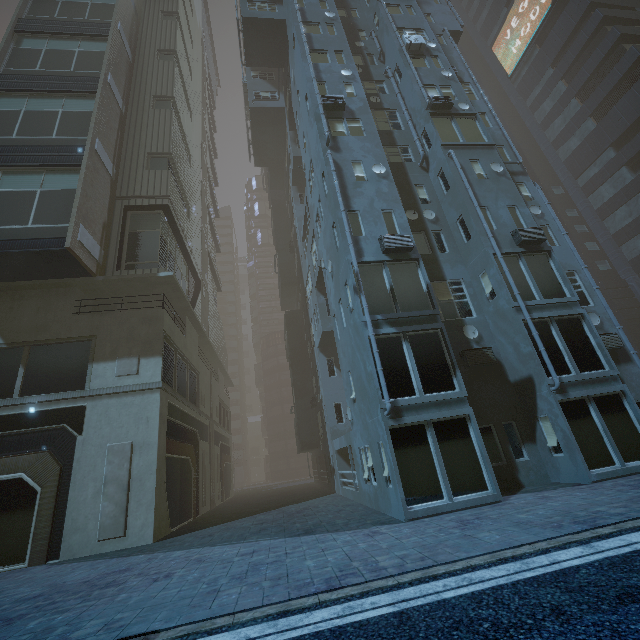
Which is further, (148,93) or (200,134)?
(200,134)

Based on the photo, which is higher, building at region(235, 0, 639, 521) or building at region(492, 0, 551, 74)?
building at region(492, 0, 551, 74)

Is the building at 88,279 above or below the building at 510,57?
below

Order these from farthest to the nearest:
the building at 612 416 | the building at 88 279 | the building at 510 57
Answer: the building at 510 57 < the building at 88 279 < the building at 612 416

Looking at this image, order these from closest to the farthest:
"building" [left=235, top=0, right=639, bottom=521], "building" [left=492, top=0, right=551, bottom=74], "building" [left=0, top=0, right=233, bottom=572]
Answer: "building" [left=235, top=0, right=639, bottom=521] < "building" [left=0, top=0, right=233, bottom=572] < "building" [left=492, top=0, right=551, bottom=74]

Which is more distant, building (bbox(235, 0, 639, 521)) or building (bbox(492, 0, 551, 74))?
building (bbox(492, 0, 551, 74))
